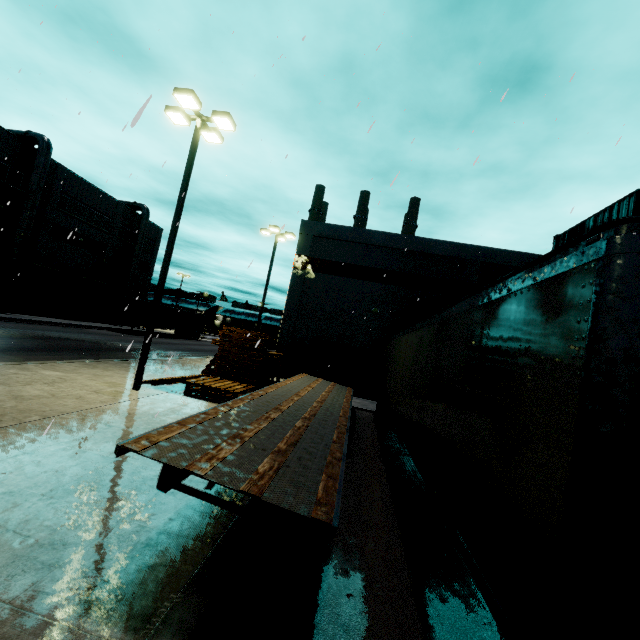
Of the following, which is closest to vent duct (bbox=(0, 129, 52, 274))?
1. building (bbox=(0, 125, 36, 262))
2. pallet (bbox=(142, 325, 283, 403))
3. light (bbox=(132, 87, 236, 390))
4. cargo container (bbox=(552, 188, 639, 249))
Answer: building (bbox=(0, 125, 36, 262))

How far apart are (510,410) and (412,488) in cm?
603

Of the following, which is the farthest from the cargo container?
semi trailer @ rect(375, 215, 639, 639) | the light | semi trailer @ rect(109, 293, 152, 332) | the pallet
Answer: semi trailer @ rect(109, 293, 152, 332)

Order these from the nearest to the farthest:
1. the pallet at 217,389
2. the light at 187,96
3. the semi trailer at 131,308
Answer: the light at 187,96 < the pallet at 217,389 < the semi trailer at 131,308

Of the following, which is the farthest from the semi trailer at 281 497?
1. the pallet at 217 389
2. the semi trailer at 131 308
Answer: the semi trailer at 131 308

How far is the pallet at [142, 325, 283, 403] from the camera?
11.3 meters

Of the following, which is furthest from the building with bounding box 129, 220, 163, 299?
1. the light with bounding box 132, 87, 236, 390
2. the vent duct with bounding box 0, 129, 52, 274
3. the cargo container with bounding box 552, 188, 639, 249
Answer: the cargo container with bounding box 552, 188, 639, 249

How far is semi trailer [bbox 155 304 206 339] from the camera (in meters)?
39.15
